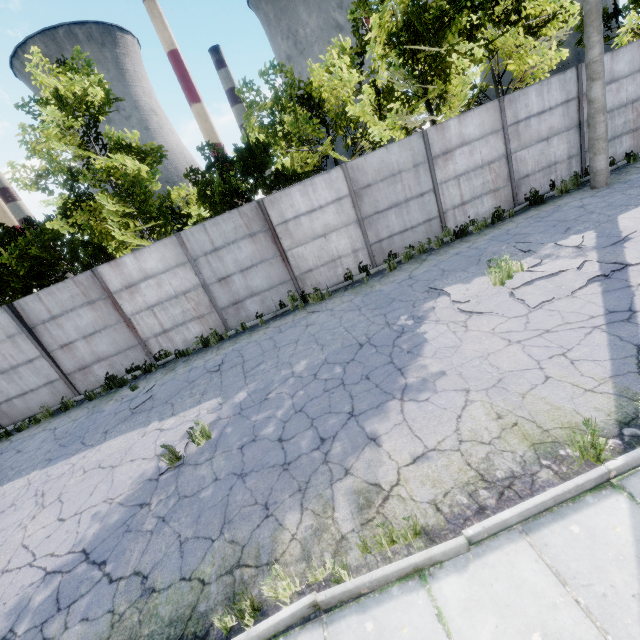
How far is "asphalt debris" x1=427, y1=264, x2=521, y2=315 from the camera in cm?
643

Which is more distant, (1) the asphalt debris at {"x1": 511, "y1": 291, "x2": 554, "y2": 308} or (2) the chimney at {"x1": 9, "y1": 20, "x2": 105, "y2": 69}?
(2) the chimney at {"x1": 9, "y1": 20, "x2": 105, "y2": 69}

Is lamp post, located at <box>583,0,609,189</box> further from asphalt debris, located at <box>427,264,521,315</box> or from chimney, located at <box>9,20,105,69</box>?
chimney, located at <box>9,20,105,69</box>

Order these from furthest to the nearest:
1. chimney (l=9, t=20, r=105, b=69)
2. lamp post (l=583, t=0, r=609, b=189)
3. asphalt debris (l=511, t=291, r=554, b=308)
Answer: chimney (l=9, t=20, r=105, b=69) → lamp post (l=583, t=0, r=609, b=189) → asphalt debris (l=511, t=291, r=554, b=308)

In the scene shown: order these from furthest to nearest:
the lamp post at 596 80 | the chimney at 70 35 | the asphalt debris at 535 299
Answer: the chimney at 70 35 → the lamp post at 596 80 → the asphalt debris at 535 299

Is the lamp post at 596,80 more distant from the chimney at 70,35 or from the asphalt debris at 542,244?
the chimney at 70,35

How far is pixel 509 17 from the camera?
13.95m
